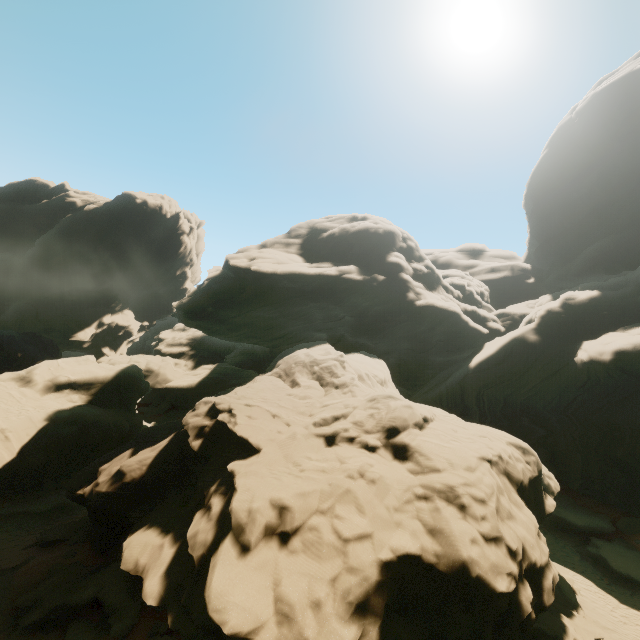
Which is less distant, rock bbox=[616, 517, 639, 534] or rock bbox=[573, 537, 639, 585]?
rock bbox=[573, 537, 639, 585]

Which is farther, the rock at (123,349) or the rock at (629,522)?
the rock at (629,522)

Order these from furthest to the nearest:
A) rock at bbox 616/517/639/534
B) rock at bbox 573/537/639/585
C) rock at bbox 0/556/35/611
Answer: rock at bbox 616/517/639/534, rock at bbox 573/537/639/585, rock at bbox 0/556/35/611

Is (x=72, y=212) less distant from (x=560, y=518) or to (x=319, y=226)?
(x=319, y=226)
